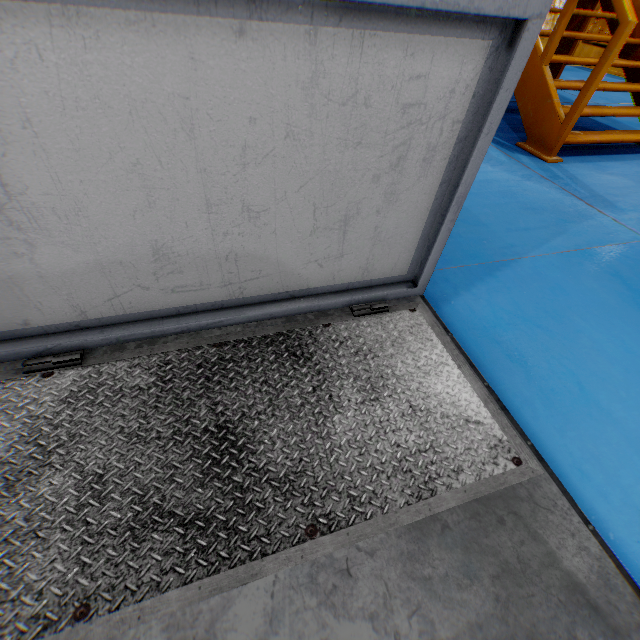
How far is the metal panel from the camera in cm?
924

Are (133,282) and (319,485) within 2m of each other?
yes

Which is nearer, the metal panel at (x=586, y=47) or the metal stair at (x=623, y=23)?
the metal stair at (x=623, y=23)

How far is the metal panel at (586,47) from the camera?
9.24m

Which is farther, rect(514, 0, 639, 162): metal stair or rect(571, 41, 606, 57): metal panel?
rect(571, 41, 606, 57): metal panel
